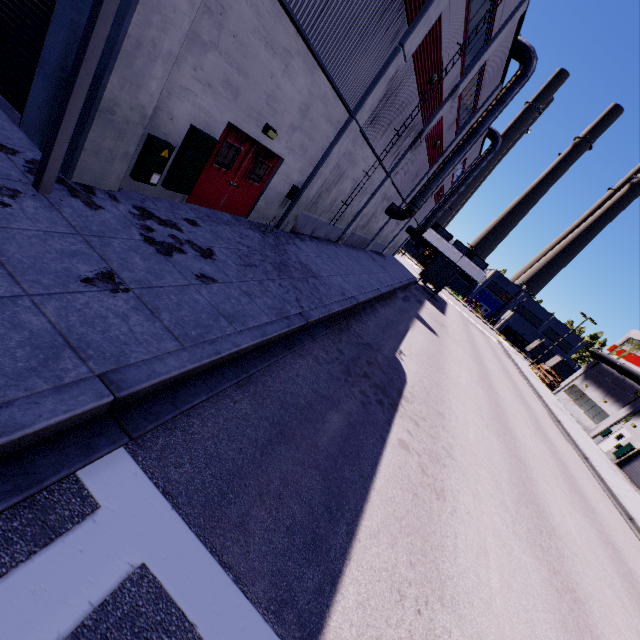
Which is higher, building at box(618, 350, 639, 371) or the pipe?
building at box(618, 350, 639, 371)

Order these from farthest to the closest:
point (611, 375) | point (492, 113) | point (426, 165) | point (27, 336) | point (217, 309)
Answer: Result:
point (611, 375)
point (426, 165)
point (492, 113)
point (217, 309)
point (27, 336)

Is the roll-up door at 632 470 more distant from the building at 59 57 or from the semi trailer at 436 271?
the semi trailer at 436 271

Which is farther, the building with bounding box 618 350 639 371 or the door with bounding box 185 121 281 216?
the building with bounding box 618 350 639 371

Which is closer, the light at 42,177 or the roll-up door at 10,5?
the light at 42,177

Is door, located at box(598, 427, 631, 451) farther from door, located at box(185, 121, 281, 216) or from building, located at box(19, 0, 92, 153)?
door, located at box(185, 121, 281, 216)

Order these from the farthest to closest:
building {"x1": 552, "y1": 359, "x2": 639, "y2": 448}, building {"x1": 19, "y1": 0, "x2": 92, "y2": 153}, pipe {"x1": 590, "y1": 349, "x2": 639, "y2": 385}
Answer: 1. pipe {"x1": 590, "y1": 349, "x2": 639, "y2": 385}
2. building {"x1": 552, "y1": 359, "x2": 639, "y2": 448}
3. building {"x1": 19, "y1": 0, "x2": 92, "y2": 153}

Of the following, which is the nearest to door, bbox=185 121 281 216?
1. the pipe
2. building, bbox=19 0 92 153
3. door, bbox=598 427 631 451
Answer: building, bbox=19 0 92 153
